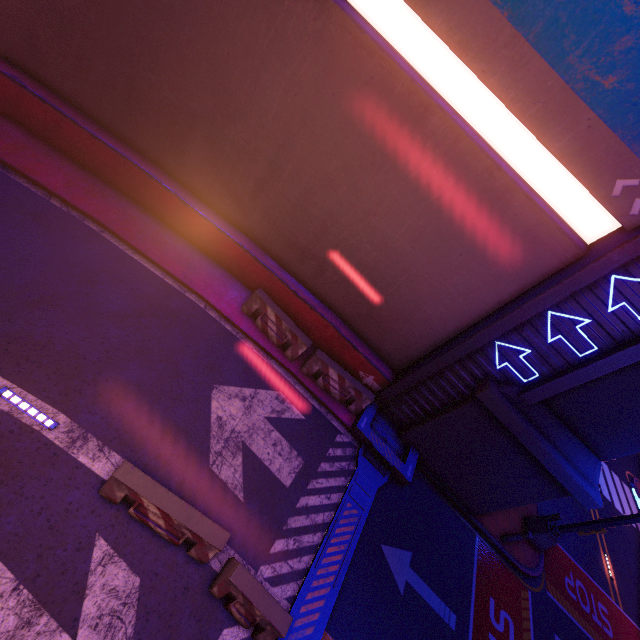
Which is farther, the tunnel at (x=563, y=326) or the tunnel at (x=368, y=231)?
the tunnel at (x=563, y=326)

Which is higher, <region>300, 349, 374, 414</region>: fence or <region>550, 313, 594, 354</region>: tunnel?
<region>550, 313, 594, 354</region>: tunnel

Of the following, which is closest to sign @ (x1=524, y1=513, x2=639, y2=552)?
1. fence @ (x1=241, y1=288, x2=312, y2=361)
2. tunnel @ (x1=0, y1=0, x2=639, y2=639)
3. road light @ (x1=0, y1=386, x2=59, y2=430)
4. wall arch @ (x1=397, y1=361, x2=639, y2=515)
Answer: wall arch @ (x1=397, y1=361, x2=639, y2=515)

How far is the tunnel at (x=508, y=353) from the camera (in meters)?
8.67

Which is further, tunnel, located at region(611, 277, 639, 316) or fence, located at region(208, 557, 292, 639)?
tunnel, located at region(611, 277, 639, 316)

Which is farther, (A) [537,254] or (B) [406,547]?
(B) [406,547]

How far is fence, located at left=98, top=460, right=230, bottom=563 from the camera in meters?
5.9 m

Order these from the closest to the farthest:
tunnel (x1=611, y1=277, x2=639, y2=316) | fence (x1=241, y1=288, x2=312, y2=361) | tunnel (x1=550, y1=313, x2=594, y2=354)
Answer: tunnel (x1=611, y1=277, x2=639, y2=316), tunnel (x1=550, y1=313, x2=594, y2=354), fence (x1=241, y1=288, x2=312, y2=361)
